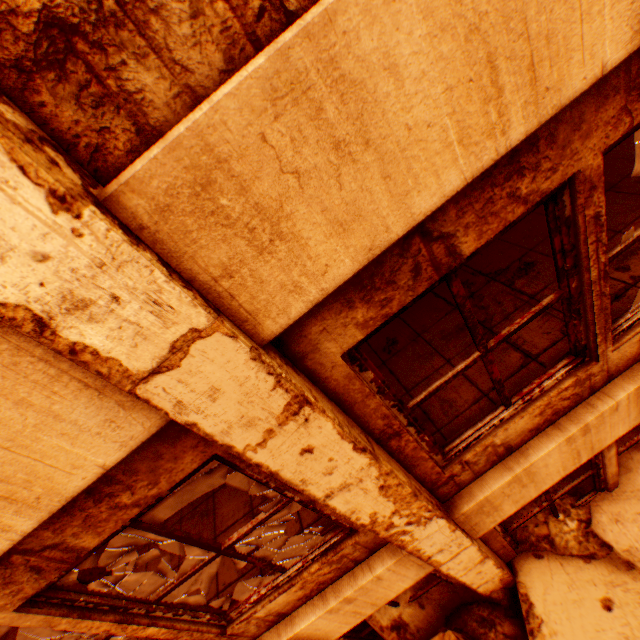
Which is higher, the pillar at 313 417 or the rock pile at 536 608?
the pillar at 313 417

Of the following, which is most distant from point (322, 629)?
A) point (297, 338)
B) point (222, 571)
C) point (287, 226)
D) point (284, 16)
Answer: point (284, 16)

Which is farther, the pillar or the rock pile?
the rock pile

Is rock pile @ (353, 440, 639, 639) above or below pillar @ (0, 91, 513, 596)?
below

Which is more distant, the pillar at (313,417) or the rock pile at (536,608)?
the rock pile at (536,608)
